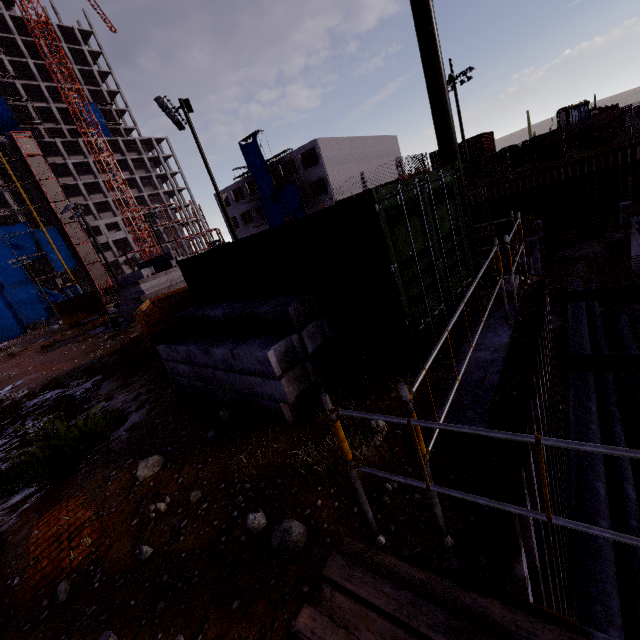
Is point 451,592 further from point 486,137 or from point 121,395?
point 486,137

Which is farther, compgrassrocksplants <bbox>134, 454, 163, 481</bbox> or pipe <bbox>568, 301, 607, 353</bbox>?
pipe <bbox>568, 301, 607, 353</bbox>

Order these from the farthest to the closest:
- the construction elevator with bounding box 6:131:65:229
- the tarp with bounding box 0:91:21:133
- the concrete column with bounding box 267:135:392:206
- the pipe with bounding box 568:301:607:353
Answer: the tarp with bounding box 0:91:21:133 < the construction elevator with bounding box 6:131:65:229 < the concrete column with bounding box 267:135:392:206 < the pipe with bounding box 568:301:607:353

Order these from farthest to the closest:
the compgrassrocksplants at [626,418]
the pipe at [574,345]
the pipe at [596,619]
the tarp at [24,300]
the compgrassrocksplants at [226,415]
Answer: the tarp at [24,300] < the pipe at [574,345] < the compgrassrocksplants at [626,418] < the pipe at [596,619] < the compgrassrocksplants at [226,415]

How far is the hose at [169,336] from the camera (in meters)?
6.44

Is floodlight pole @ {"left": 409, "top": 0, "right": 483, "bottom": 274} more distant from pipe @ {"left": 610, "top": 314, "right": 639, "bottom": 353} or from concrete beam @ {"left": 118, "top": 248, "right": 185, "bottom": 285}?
concrete beam @ {"left": 118, "top": 248, "right": 185, "bottom": 285}

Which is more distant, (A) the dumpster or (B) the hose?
(A) the dumpster

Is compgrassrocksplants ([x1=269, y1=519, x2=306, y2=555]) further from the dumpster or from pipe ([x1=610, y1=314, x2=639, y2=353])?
pipe ([x1=610, y1=314, x2=639, y2=353])
